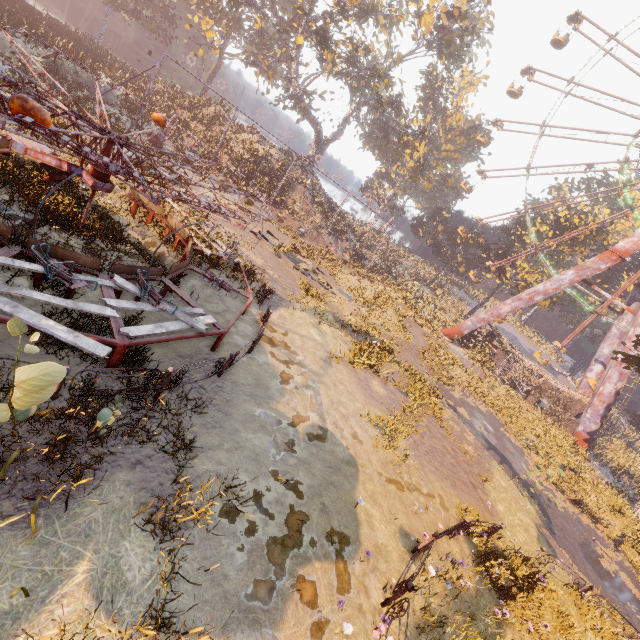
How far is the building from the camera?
31.5m

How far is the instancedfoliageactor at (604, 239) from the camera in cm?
3906

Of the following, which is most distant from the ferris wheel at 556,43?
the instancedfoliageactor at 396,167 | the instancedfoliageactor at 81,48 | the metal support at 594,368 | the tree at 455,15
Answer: the instancedfoliageactor at 81,48

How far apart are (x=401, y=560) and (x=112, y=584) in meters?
6.5 m

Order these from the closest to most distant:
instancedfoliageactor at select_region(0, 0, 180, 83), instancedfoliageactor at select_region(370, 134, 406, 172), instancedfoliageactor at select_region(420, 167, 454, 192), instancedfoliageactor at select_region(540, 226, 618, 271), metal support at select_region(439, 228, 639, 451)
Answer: instancedfoliageactor at select_region(0, 0, 180, 83)
metal support at select_region(439, 228, 639, 451)
instancedfoliageactor at select_region(540, 226, 618, 271)
instancedfoliageactor at select_region(370, 134, 406, 172)
instancedfoliageactor at select_region(420, 167, 454, 192)

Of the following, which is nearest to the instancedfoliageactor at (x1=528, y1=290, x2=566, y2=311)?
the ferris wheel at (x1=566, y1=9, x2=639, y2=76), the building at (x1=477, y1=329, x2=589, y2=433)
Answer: the building at (x1=477, y1=329, x2=589, y2=433)

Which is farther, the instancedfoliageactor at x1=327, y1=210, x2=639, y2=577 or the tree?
the tree

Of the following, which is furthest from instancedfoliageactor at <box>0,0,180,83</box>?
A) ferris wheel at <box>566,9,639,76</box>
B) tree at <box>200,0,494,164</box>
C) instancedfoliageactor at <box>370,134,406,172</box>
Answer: ferris wheel at <box>566,9,639,76</box>
